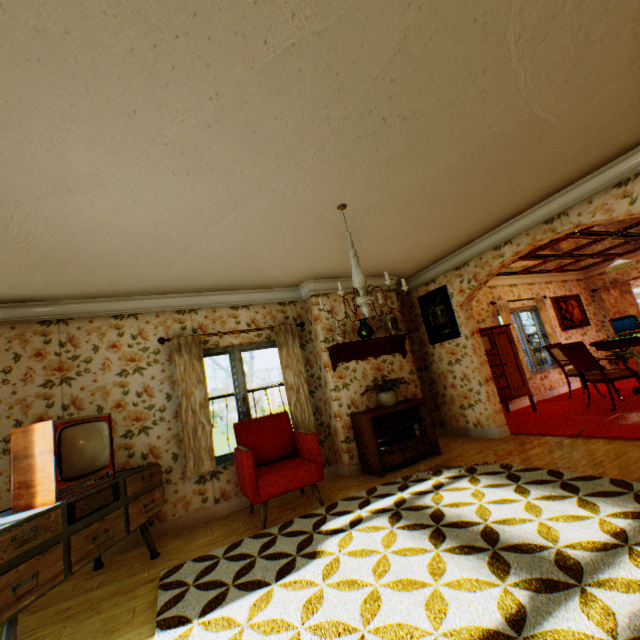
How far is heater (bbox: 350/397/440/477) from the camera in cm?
473

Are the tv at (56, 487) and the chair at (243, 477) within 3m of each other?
yes

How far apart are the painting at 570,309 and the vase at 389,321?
5.88m

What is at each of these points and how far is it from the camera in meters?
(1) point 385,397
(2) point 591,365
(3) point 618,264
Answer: (1) flower pot, 5.0 m
(2) chair, 5.6 m
(3) ceiling light, 6.3 m

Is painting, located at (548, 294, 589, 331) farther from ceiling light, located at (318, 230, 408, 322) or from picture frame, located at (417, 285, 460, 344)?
ceiling light, located at (318, 230, 408, 322)

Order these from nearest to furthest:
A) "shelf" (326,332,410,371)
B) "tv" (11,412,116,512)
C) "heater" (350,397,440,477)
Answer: "tv" (11,412,116,512) < "heater" (350,397,440,477) < "shelf" (326,332,410,371)

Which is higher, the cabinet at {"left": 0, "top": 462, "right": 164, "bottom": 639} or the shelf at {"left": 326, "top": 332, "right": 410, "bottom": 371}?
the shelf at {"left": 326, "top": 332, "right": 410, "bottom": 371}

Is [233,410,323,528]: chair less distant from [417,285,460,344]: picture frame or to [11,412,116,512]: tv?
[11,412,116,512]: tv
